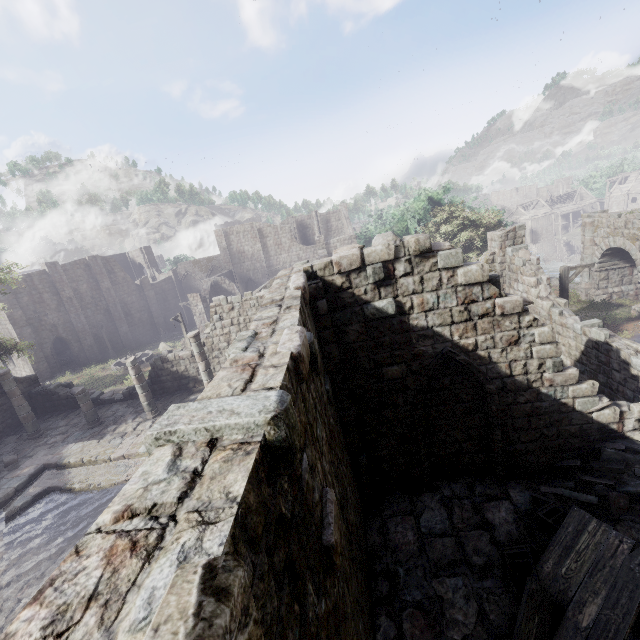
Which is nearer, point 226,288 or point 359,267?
point 359,267

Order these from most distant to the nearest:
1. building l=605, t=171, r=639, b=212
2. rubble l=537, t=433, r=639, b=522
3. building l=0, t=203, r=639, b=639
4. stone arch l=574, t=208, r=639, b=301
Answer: building l=605, t=171, r=639, b=212
stone arch l=574, t=208, r=639, b=301
rubble l=537, t=433, r=639, b=522
building l=0, t=203, r=639, b=639

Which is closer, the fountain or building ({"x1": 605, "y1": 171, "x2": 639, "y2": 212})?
the fountain

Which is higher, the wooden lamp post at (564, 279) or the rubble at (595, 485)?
the wooden lamp post at (564, 279)

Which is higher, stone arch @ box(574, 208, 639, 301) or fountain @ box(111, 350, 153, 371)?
stone arch @ box(574, 208, 639, 301)

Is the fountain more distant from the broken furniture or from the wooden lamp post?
the wooden lamp post

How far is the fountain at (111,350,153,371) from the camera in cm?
3219

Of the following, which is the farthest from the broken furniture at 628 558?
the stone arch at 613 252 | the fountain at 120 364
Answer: the fountain at 120 364
